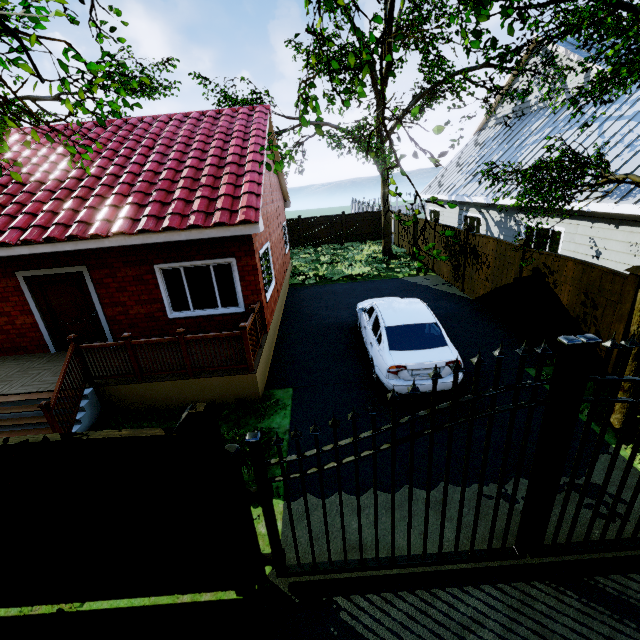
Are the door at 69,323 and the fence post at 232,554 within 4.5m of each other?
no

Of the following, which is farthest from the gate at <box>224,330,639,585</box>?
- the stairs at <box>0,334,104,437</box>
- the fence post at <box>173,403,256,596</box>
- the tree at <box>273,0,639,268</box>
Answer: the stairs at <box>0,334,104,437</box>

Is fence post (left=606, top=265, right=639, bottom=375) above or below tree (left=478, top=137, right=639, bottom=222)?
below

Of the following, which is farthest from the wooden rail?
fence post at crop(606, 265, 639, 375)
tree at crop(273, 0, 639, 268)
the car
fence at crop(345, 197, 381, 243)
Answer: fence at crop(345, 197, 381, 243)

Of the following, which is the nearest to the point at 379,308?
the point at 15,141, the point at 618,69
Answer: the point at 618,69

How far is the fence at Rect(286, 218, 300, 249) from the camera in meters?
24.3 m

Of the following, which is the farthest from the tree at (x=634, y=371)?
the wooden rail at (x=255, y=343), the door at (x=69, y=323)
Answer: the door at (x=69, y=323)

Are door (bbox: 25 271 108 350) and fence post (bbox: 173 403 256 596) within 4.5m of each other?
no
